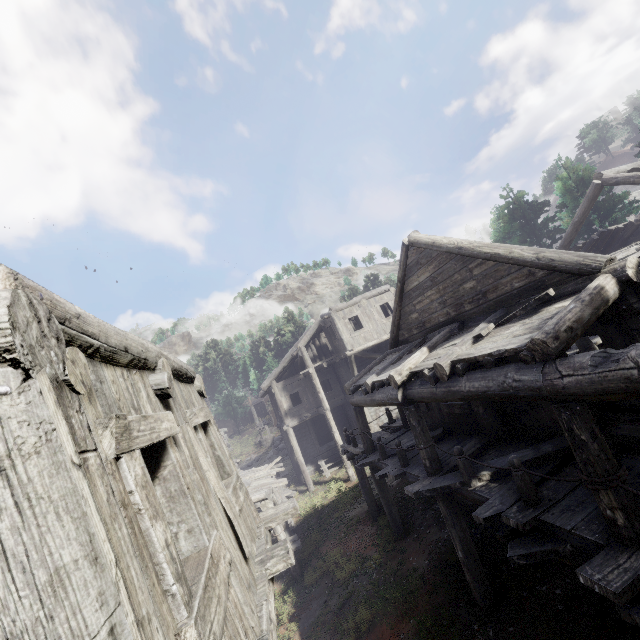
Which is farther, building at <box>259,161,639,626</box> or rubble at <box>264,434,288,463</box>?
rubble at <box>264,434,288,463</box>

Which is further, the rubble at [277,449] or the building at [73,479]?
the rubble at [277,449]

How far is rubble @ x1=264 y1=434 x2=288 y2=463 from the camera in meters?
31.1

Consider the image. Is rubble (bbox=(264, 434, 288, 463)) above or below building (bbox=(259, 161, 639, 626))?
below

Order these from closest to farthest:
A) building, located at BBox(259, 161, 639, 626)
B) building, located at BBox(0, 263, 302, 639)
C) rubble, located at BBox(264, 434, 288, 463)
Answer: building, located at BBox(0, 263, 302, 639) < building, located at BBox(259, 161, 639, 626) < rubble, located at BBox(264, 434, 288, 463)

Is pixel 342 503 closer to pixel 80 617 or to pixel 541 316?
pixel 541 316

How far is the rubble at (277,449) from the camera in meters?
31.1 m
